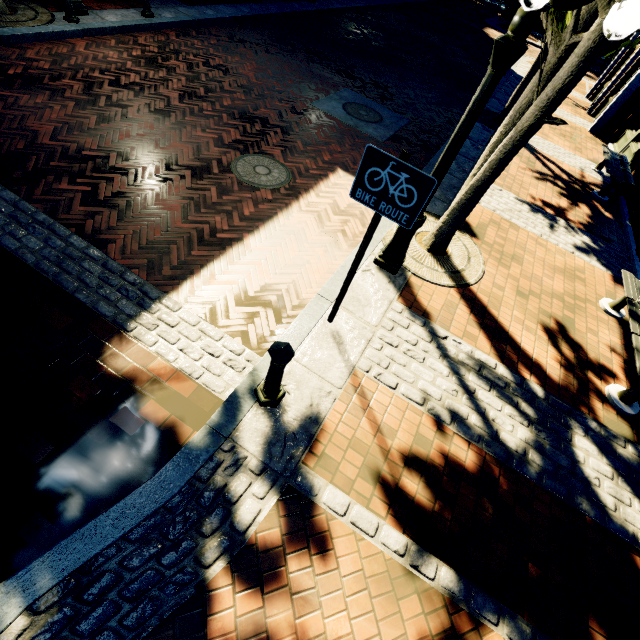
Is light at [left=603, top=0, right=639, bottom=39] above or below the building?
above

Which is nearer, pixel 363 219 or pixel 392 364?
pixel 392 364

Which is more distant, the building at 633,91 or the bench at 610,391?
the building at 633,91

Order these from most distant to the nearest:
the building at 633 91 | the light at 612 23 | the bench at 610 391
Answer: the building at 633 91
the bench at 610 391
the light at 612 23

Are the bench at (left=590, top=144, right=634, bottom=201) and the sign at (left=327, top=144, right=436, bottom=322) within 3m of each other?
no

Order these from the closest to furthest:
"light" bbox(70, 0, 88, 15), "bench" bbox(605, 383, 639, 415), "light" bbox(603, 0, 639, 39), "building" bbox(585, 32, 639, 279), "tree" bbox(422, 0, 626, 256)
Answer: "light" bbox(603, 0, 639, 39)
"tree" bbox(422, 0, 626, 256)
"bench" bbox(605, 383, 639, 415)
"light" bbox(70, 0, 88, 15)
"building" bbox(585, 32, 639, 279)

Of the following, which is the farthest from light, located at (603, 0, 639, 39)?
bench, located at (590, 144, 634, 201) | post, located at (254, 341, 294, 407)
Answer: bench, located at (590, 144, 634, 201)

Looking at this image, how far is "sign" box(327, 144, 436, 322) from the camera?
2.3 meters
